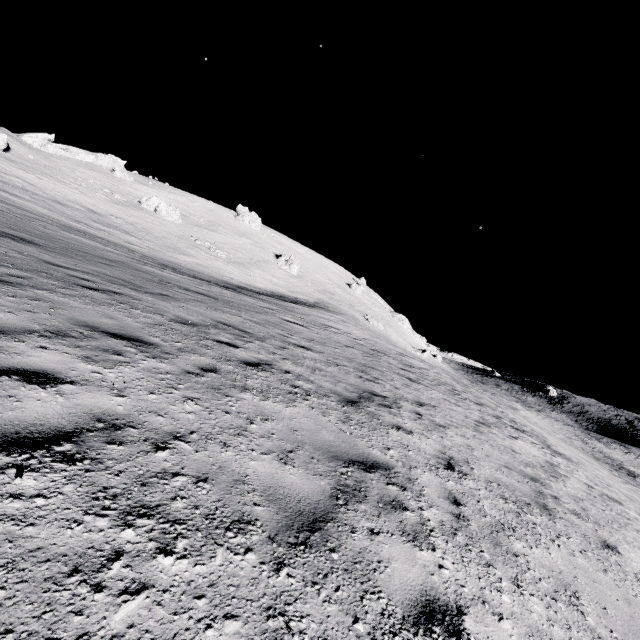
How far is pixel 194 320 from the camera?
7.97m

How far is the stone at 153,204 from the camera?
53.84m

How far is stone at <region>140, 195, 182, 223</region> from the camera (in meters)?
53.84
